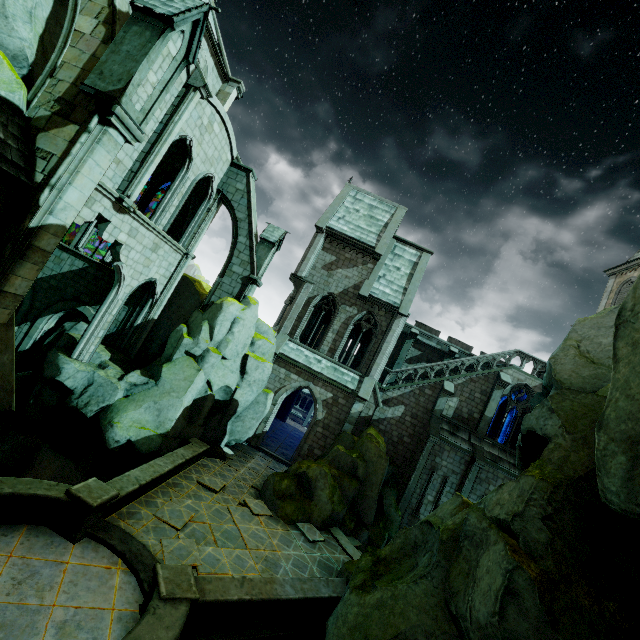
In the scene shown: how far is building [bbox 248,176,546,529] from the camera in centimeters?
2089cm

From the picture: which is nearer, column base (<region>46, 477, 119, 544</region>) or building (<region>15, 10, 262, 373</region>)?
column base (<region>46, 477, 119, 544</region>)

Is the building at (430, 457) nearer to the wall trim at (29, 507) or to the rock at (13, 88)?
the rock at (13, 88)

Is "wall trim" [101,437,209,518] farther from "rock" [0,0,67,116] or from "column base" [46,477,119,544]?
"rock" [0,0,67,116]

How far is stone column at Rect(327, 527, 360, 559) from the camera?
13.76m

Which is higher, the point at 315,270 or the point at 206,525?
the point at 315,270

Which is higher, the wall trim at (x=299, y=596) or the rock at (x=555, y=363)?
the rock at (x=555, y=363)

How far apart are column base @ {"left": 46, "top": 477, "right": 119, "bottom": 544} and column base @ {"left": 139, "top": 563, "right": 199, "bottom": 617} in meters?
2.2 m
